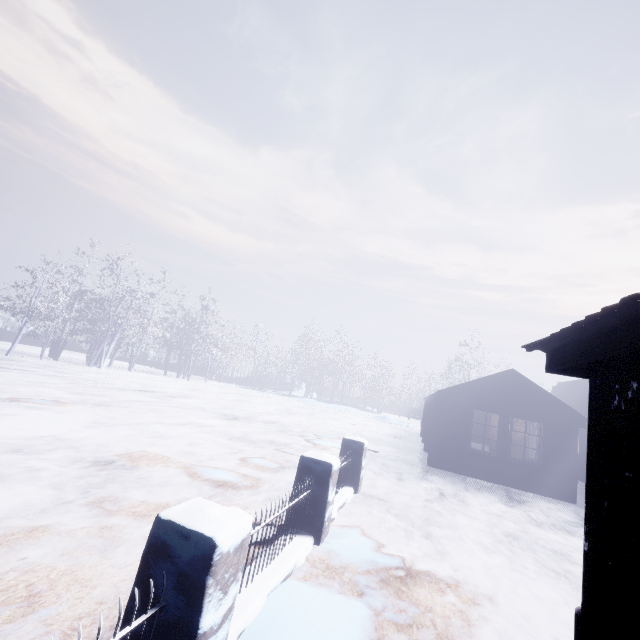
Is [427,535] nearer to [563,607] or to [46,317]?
[563,607]
